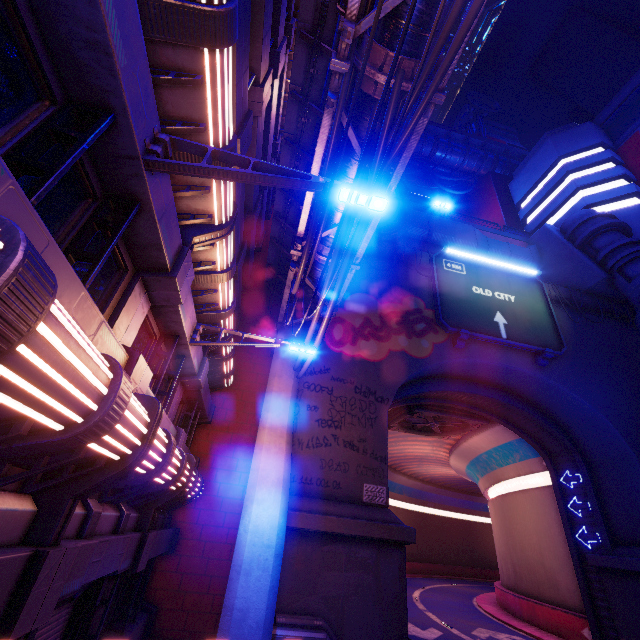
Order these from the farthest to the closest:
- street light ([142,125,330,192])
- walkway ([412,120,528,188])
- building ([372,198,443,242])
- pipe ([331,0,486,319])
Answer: walkway ([412,120,528,188]) → building ([372,198,443,242]) → pipe ([331,0,486,319]) → street light ([142,125,330,192])

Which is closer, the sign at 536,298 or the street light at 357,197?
the street light at 357,197

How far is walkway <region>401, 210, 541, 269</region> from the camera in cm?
2427

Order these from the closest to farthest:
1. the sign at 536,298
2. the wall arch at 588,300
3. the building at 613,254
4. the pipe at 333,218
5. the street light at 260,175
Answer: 1. the street light at 260,175
2. the pipe at 333,218
3. the sign at 536,298
4. the wall arch at 588,300
5. the building at 613,254

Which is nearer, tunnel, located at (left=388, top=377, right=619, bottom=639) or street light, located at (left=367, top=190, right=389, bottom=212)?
street light, located at (left=367, top=190, right=389, bottom=212)

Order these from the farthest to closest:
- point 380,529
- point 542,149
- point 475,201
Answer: point 475,201, point 542,149, point 380,529

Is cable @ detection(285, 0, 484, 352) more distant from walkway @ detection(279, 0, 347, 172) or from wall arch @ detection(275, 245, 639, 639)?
walkway @ detection(279, 0, 347, 172)

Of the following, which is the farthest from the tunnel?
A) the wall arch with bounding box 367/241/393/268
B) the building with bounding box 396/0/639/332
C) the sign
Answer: the building with bounding box 396/0/639/332
